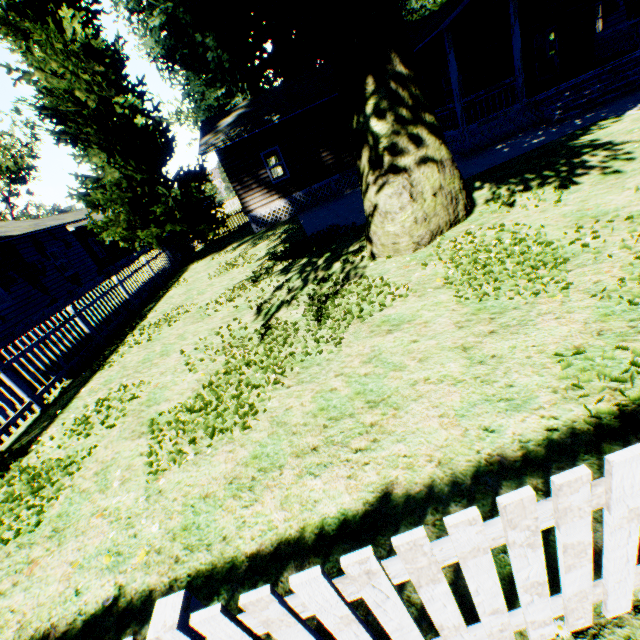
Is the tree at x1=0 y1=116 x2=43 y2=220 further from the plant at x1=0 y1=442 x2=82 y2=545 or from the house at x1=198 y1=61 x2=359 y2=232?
the house at x1=198 y1=61 x2=359 y2=232

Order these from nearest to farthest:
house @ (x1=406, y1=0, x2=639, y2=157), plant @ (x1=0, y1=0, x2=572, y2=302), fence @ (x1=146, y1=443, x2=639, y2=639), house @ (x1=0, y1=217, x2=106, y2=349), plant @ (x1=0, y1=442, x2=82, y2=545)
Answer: fence @ (x1=146, y1=443, x2=639, y2=639), plant @ (x1=0, y1=442, x2=82, y2=545), plant @ (x1=0, y1=0, x2=572, y2=302), house @ (x1=406, y1=0, x2=639, y2=157), house @ (x1=0, y1=217, x2=106, y2=349)

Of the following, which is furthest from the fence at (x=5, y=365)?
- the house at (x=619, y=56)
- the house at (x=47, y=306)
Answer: the house at (x=47, y=306)

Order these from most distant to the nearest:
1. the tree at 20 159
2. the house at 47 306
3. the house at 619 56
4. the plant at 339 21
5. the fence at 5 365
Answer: the tree at 20 159, the house at 47 306, the house at 619 56, the fence at 5 365, the plant at 339 21

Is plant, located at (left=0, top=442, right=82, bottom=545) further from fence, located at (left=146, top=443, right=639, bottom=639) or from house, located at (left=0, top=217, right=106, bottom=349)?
house, located at (left=0, top=217, right=106, bottom=349)

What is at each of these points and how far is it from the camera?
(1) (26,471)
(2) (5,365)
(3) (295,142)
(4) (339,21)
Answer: (1) plant, 5.11m
(2) fence, 6.88m
(3) house, 16.69m
(4) plant, 5.87m

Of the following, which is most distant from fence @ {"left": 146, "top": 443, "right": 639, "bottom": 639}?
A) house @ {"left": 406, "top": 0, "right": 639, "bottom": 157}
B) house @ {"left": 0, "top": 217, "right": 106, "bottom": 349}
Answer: house @ {"left": 0, "top": 217, "right": 106, "bottom": 349}
